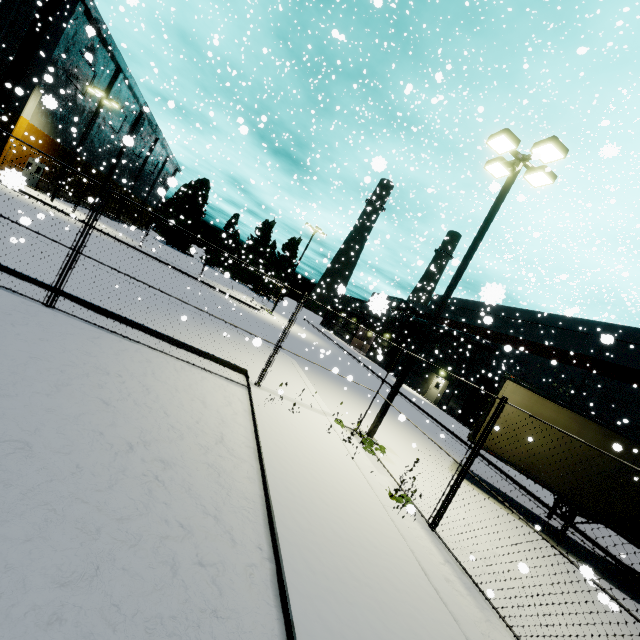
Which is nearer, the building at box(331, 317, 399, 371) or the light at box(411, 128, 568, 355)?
the light at box(411, 128, 568, 355)

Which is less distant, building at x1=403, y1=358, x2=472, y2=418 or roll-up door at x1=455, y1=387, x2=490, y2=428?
roll-up door at x1=455, y1=387, x2=490, y2=428

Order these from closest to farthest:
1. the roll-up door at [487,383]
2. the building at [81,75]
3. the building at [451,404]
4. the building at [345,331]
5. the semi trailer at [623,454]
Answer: the semi trailer at [623,454] → the building at [81,75] → the roll-up door at [487,383] → the building at [451,404] → the building at [345,331]

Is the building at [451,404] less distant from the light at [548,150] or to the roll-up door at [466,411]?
the roll-up door at [466,411]

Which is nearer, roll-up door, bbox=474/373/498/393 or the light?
the light

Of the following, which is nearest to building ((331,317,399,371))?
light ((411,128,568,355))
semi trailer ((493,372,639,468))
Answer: semi trailer ((493,372,639,468))

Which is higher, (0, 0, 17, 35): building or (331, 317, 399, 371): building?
(0, 0, 17, 35): building

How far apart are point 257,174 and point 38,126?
19.3m
